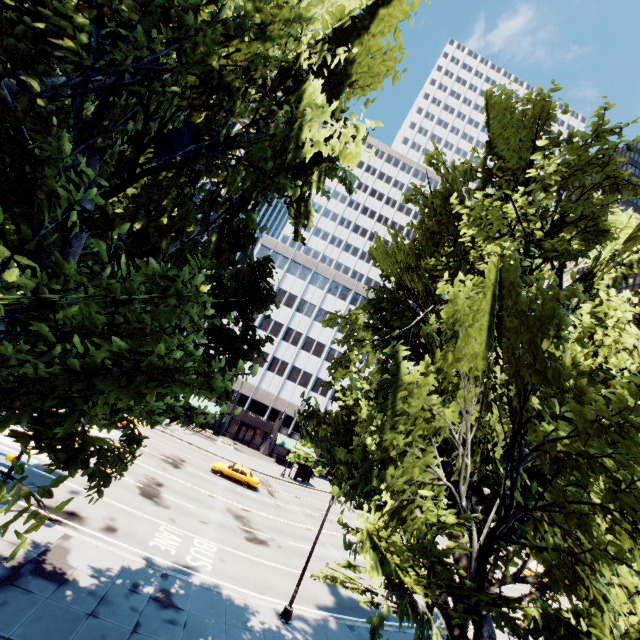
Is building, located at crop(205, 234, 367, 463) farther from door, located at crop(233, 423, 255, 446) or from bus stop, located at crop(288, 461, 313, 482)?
bus stop, located at crop(288, 461, 313, 482)

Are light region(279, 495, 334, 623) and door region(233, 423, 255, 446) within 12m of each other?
no

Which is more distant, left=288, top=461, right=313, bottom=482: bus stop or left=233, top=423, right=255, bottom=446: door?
left=233, top=423, right=255, bottom=446: door

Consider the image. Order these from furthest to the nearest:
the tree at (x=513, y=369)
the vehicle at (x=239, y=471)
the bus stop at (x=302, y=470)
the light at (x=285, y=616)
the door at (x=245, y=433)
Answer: the door at (x=245, y=433) → the bus stop at (x=302, y=470) → the vehicle at (x=239, y=471) → the light at (x=285, y=616) → the tree at (x=513, y=369)

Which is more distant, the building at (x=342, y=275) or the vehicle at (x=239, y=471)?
the building at (x=342, y=275)

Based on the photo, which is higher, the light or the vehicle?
the vehicle

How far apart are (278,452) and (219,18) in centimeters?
5286cm

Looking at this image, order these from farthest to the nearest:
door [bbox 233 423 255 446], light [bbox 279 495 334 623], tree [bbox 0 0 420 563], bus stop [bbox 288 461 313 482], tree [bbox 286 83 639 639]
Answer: door [bbox 233 423 255 446] < bus stop [bbox 288 461 313 482] < light [bbox 279 495 334 623] < tree [bbox 286 83 639 639] < tree [bbox 0 0 420 563]
